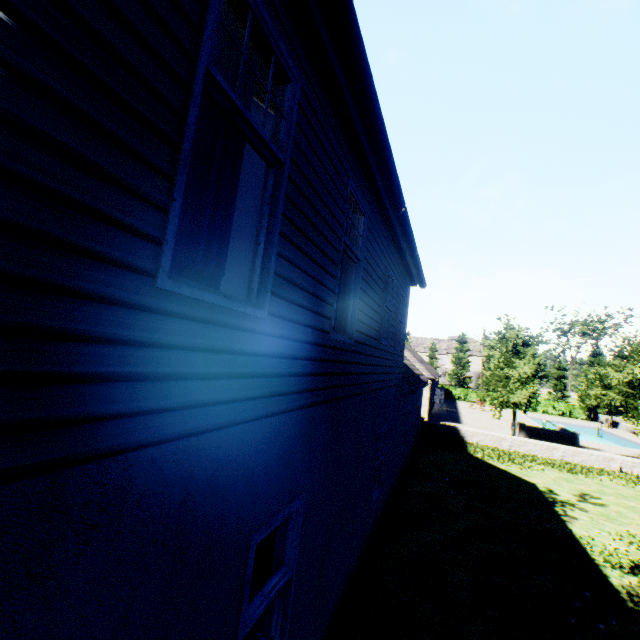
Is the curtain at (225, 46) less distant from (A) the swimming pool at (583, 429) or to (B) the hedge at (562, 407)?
(A) the swimming pool at (583, 429)

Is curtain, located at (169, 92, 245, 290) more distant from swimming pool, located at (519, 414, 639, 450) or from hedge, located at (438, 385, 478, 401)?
hedge, located at (438, 385, 478, 401)

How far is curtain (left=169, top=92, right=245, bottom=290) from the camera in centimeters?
217cm

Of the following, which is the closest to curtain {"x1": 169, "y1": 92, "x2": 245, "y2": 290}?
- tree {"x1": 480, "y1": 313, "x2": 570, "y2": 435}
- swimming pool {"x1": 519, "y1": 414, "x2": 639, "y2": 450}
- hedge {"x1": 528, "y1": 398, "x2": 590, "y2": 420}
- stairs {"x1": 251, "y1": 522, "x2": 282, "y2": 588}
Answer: stairs {"x1": 251, "y1": 522, "x2": 282, "y2": 588}

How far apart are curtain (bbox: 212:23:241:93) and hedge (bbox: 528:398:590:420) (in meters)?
53.43

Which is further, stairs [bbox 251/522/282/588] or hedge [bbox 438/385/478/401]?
hedge [bbox 438/385/478/401]

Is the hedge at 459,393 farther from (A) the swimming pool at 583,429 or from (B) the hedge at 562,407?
(A) the swimming pool at 583,429

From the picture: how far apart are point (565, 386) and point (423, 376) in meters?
57.3 m
